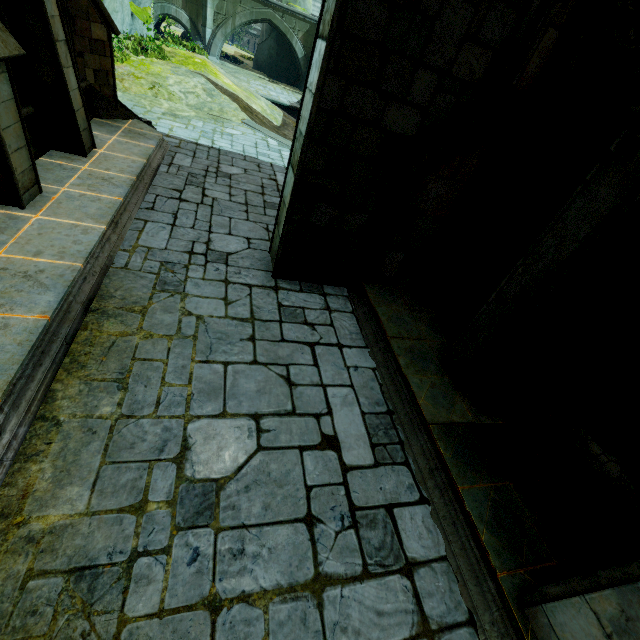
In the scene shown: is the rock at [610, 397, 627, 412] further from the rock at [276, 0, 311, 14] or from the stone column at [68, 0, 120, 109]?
the rock at [276, 0, 311, 14]

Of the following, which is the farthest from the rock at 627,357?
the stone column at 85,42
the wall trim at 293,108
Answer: the wall trim at 293,108

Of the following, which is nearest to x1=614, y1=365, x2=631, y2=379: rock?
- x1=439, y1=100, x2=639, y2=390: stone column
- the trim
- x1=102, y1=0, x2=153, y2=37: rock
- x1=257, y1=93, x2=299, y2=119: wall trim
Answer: the trim

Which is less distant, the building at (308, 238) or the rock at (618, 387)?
the building at (308, 238)

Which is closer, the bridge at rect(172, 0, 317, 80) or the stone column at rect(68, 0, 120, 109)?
the stone column at rect(68, 0, 120, 109)

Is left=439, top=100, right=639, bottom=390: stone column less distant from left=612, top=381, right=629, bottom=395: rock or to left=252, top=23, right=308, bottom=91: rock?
left=612, top=381, right=629, bottom=395: rock

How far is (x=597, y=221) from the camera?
3.3m

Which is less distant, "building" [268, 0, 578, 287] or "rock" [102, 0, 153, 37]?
"building" [268, 0, 578, 287]
